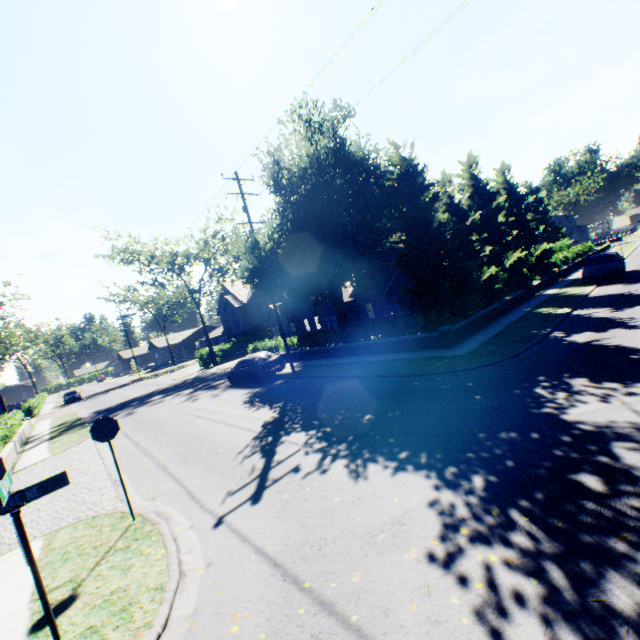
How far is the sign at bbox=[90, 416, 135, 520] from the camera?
6.8m

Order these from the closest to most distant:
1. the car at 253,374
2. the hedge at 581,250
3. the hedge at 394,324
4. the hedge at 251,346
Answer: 1. the hedge at 394,324
2. the car at 253,374
3. the hedge at 251,346
4. the hedge at 581,250

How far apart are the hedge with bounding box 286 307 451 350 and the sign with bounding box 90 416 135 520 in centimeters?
1304cm

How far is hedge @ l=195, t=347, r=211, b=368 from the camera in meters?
38.6

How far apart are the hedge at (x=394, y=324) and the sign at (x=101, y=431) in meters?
13.0 m

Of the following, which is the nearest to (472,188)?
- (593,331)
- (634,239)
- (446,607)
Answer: (593,331)

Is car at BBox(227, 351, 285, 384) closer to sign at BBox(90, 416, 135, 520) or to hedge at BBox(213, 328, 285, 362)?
hedge at BBox(213, 328, 285, 362)

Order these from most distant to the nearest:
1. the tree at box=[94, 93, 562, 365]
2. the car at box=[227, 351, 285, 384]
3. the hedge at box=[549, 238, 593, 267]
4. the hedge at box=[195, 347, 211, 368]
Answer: the hedge at box=[195, 347, 211, 368], the hedge at box=[549, 238, 593, 267], the car at box=[227, 351, 285, 384], the tree at box=[94, 93, 562, 365]
